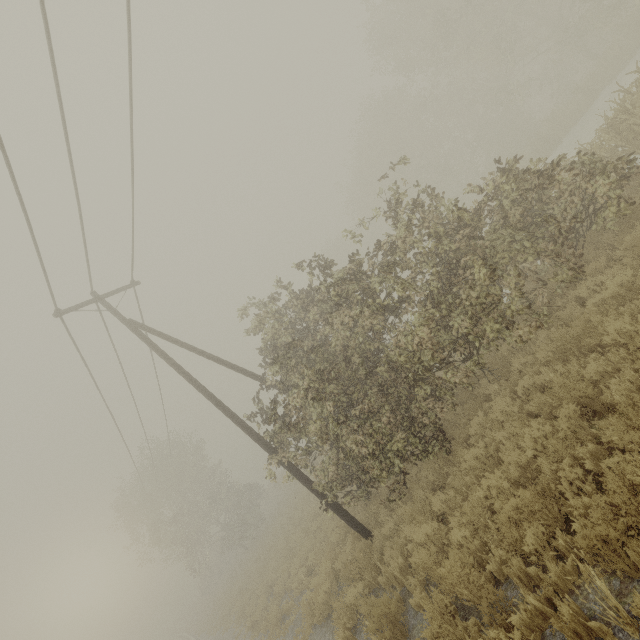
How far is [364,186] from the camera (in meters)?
36.59

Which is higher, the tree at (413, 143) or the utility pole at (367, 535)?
the tree at (413, 143)

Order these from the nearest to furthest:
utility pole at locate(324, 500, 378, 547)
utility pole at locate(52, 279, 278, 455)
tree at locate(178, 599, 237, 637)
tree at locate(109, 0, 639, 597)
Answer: tree at locate(109, 0, 639, 597), utility pole at locate(324, 500, 378, 547), utility pole at locate(52, 279, 278, 455), tree at locate(178, 599, 237, 637)

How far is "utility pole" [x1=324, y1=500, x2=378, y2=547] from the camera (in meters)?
8.82

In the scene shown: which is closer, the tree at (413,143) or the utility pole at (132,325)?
the tree at (413,143)

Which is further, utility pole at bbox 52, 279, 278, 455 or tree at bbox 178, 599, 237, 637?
tree at bbox 178, 599, 237, 637
